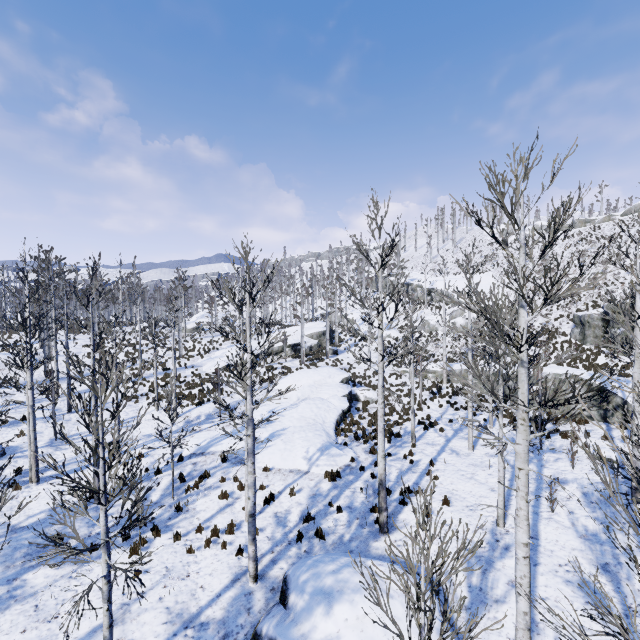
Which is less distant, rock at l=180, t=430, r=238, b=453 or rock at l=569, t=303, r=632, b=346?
rock at l=180, t=430, r=238, b=453

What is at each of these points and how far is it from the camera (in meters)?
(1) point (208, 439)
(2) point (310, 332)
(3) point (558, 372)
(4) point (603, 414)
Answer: (1) rock, 16.77
(2) rock, 41.12
(3) rock, 19.22
(4) rock, 16.31

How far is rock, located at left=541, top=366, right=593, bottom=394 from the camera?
17.91m

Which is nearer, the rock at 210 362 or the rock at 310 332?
the rock at 210 362

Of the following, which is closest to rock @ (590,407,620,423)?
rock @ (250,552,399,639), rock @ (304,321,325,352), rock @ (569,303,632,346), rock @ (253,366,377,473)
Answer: rock @ (569,303,632,346)

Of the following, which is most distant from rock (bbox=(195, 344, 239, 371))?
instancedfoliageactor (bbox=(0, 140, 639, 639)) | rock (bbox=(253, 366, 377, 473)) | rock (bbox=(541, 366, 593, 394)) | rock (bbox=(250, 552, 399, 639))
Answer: rock (bbox=(250, 552, 399, 639))

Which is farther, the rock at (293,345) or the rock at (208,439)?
the rock at (293,345)
